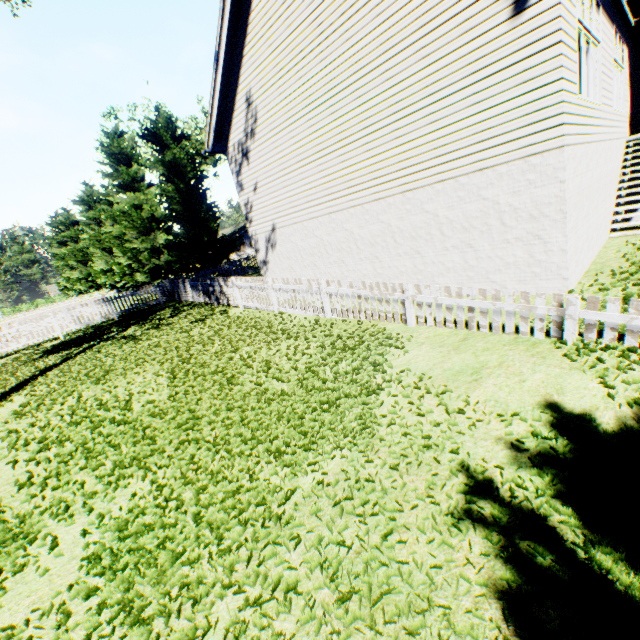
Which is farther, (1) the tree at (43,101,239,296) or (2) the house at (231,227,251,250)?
(2) the house at (231,227,251,250)

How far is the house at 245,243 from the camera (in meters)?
58.46

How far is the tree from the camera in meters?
22.0

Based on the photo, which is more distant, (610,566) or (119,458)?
(119,458)

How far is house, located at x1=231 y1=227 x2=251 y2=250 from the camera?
58.5 meters

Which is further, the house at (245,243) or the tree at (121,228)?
the house at (245,243)
